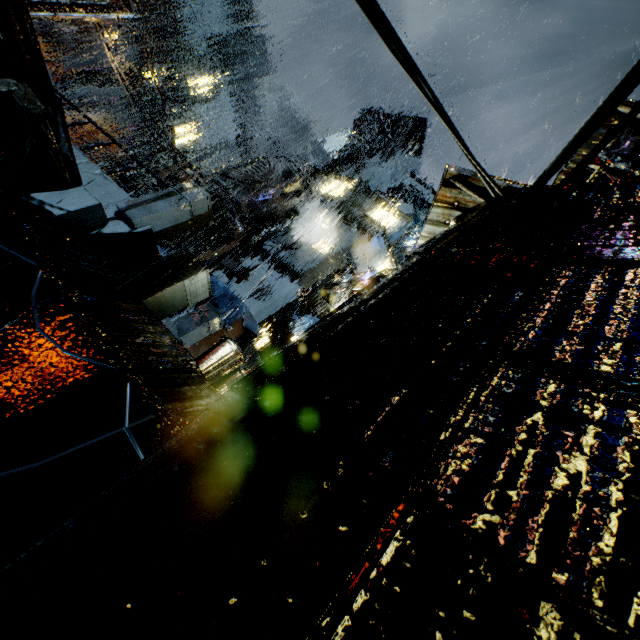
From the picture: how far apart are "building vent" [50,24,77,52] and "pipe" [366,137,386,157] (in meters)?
43.51

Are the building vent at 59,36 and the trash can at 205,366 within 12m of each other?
no

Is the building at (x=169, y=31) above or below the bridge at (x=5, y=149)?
above

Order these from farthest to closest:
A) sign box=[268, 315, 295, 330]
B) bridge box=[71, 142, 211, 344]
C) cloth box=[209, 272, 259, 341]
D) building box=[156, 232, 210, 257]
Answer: building box=[156, 232, 210, 257]
sign box=[268, 315, 295, 330]
cloth box=[209, 272, 259, 341]
bridge box=[71, 142, 211, 344]

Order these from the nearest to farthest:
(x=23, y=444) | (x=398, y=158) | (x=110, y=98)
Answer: (x=23, y=444) → (x=398, y=158) → (x=110, y=98)

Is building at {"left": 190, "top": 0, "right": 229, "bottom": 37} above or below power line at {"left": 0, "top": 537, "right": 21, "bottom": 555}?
above

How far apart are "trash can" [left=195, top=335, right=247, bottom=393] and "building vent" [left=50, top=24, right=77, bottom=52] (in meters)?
63.20
